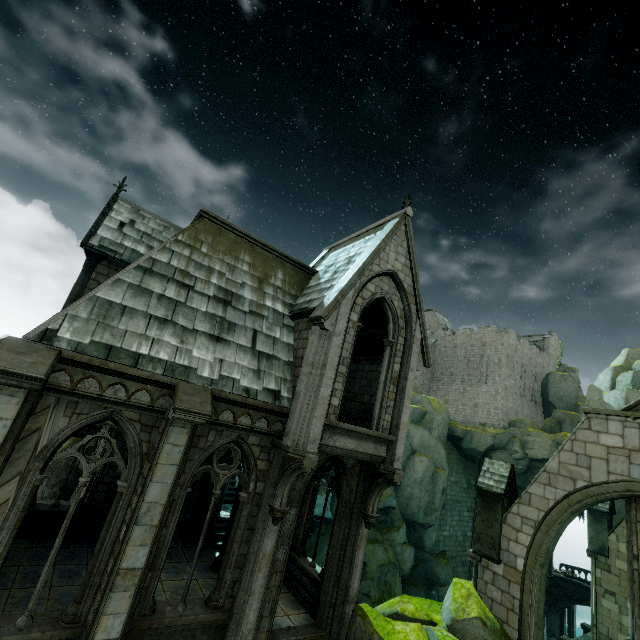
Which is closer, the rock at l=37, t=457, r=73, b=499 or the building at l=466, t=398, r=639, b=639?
the building at l=466, t=398, r=639, b=639

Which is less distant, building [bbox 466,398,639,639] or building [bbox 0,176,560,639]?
building [bbox 0,176,560,639]

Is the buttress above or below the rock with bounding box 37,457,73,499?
above

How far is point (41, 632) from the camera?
6.5m

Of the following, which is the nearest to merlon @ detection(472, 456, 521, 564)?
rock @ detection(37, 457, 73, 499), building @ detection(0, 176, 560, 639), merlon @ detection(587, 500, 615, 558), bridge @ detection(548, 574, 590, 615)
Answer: building @ detection(0, 176, 560, 639)

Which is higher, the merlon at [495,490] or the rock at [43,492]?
the merlon at [495,490]

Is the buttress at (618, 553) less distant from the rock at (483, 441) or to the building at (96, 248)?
the building at (96, 248)

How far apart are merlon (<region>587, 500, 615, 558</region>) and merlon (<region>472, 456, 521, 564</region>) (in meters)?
10.90
